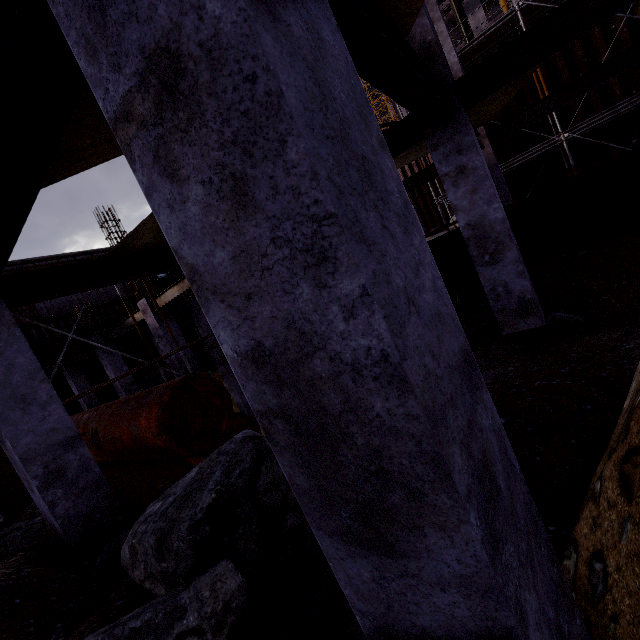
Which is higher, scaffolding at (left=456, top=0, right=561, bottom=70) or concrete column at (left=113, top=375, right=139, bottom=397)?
scaffolding at (left=456, top=0, right=561, bottom=70)

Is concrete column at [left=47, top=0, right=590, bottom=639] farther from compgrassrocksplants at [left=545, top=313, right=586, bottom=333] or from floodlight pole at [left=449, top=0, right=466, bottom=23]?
floodlight pole at [left=449, top=0, right=466, bottom=23]

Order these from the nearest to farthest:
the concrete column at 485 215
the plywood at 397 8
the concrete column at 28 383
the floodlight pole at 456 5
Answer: the plywood at 397 8, the concrete column at 28 383, the concrete column at 485 215, the floodlight pole at 456 5

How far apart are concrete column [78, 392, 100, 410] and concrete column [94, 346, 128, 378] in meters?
4.4 m

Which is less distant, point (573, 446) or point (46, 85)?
point (46, 85)

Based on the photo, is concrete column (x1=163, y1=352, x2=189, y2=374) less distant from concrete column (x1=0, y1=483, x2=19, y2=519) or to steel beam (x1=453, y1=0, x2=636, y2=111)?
concrete column (x1=0, y1=483, x2=19, y2=519)

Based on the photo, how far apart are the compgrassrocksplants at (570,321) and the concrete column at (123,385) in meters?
14.9

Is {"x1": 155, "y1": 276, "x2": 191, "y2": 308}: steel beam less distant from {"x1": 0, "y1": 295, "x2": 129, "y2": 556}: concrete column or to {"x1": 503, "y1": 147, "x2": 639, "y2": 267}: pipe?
{"x1": 503, "y1": 147, "x2": 639, "y2": 267}: pipe
